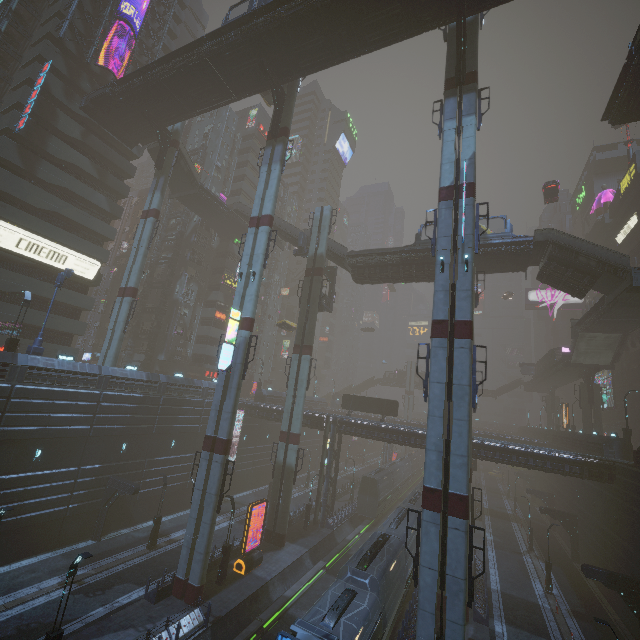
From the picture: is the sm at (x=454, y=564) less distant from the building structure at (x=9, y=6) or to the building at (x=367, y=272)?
the building at (x=367, y=272)

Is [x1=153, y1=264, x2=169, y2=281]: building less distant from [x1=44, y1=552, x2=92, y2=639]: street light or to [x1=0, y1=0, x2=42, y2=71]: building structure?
[x1=0, y1=0, x2=42, y2=71]: building structure

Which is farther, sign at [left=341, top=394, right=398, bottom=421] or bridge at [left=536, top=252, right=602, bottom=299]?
sign at [left=341, top=394, right=398, bottom=421]

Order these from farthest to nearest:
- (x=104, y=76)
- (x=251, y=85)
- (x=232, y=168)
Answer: (x=232, y=168)
(x=104, y=76)
(x=251, y=85)

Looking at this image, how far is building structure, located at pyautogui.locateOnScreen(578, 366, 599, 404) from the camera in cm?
4383

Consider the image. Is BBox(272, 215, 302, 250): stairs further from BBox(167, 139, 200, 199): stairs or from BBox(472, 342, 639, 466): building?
BBox(167, 139, 200, 199): stairs

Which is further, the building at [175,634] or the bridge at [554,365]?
the bridge at [554,365]

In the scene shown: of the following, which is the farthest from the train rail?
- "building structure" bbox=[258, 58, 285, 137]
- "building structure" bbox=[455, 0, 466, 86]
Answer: "building structure" bbox=[455, 0, 466, 86]
